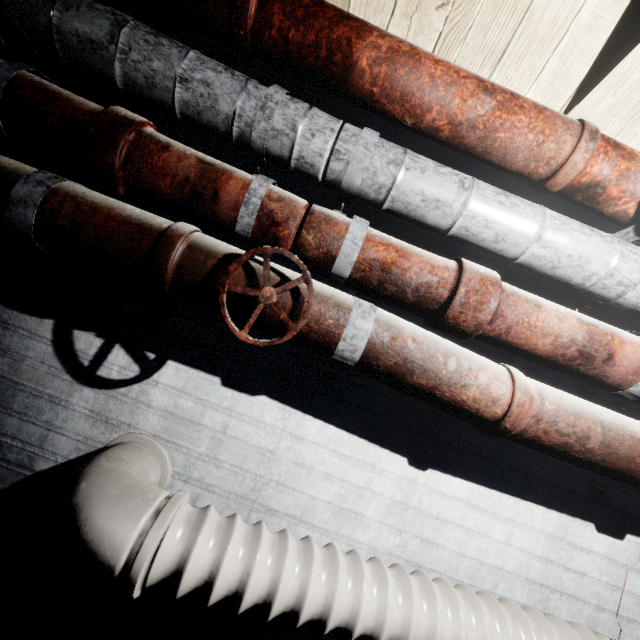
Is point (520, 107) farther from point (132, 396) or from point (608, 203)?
point (132, 396)

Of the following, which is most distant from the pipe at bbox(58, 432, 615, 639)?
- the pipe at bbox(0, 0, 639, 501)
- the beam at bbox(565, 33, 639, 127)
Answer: the beam at bbox(565, 33, 639, 127)

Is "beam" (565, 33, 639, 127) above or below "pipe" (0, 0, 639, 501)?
above

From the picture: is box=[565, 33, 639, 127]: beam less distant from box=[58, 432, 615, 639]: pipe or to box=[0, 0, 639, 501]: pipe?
box=[0, 0, 639, 501]: pipe

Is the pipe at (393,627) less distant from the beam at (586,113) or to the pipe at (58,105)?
the pipe at (58,105)

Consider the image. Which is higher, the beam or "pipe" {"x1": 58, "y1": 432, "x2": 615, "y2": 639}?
the beam
